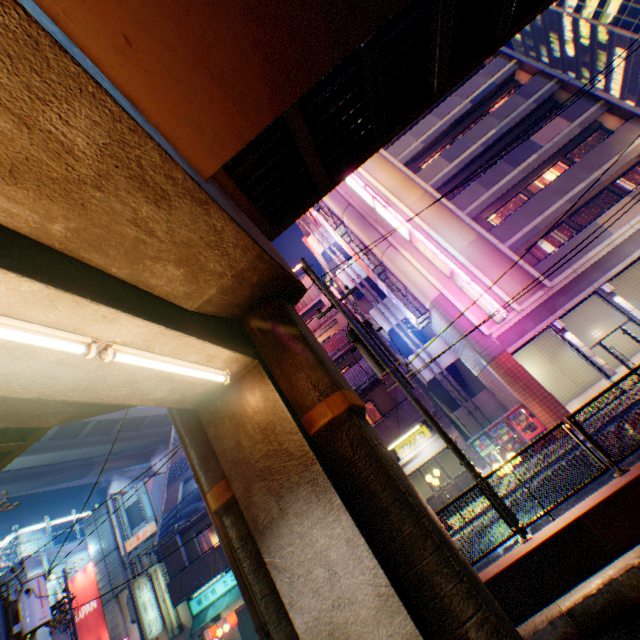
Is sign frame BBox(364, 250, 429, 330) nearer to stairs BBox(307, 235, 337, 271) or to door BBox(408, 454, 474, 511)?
stairs BBox(307, 235, 337, 271)

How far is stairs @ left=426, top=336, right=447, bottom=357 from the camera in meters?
22.4

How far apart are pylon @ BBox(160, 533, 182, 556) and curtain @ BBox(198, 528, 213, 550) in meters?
1.3

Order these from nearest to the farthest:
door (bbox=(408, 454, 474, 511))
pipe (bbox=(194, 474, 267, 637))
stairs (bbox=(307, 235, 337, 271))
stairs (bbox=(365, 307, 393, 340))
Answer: pipe (bbox=(194, 474, 267, 637))
door (bbox=(408, 454, 474, 511))
stairs (bbox=(365, 307, 393, 340))
stairs (bbox=(307, 235, 337, 271))

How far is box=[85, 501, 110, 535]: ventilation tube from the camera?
23.4m

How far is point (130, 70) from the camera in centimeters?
312cm

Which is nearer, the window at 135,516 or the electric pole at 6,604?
the electric pole at 6,604

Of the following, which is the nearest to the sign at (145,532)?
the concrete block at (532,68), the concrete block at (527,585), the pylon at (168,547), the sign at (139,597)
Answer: the sign at (139,597)
